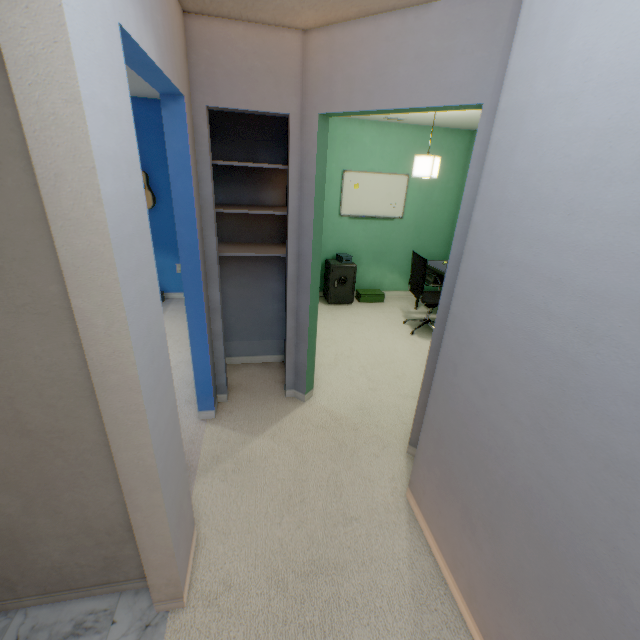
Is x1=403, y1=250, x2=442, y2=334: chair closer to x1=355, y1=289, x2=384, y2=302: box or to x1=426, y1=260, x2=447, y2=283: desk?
x1=426, y1=260, x2=447, y2=283: desk

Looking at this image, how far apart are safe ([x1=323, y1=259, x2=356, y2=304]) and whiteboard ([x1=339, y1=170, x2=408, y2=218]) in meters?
0.7 m

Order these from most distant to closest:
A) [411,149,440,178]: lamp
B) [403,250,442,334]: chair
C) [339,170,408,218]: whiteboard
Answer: [339,170,408,218]: whiteboard
[403,250,442,334]: chair
[411,149,440,178]: lamp

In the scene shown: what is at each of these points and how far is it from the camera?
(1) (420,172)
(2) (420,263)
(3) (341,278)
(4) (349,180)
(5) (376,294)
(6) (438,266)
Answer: (1) lamp, 3.2m
(2) chair, 3.8m
(3) safe, 4.7m
(4) whiteboard, 4.6m
(5) box, 5.0m
(6) desk, 4.3m

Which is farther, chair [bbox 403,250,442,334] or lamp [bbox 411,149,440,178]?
chair [bbox 403,250,442,334]

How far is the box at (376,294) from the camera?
5.0m

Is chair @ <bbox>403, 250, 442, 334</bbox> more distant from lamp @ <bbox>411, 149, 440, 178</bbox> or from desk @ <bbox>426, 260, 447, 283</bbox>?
→ lamp @ <bbox>411, 149, 440, 178</bbox>

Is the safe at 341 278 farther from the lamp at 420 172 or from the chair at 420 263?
the lamp at 420 172
